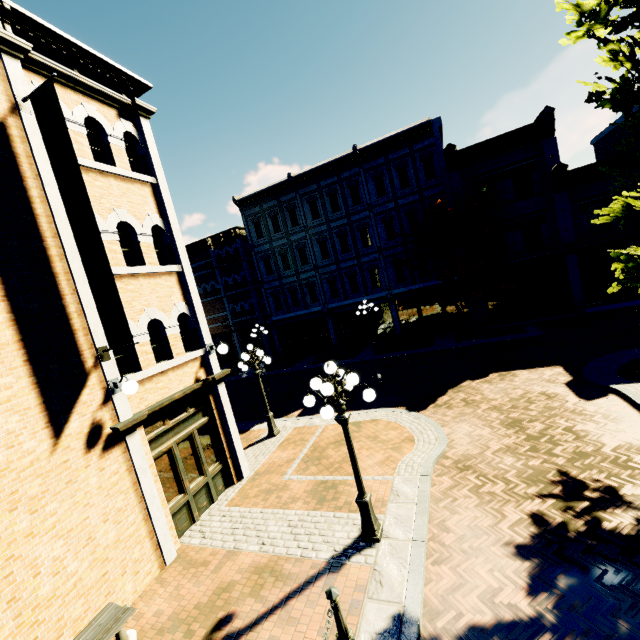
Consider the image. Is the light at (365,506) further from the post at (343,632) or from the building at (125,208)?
the building at (125,208)

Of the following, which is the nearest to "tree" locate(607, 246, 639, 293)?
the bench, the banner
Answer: the bench

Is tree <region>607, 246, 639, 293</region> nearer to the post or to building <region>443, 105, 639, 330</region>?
building <region>443, 105, 639, 330</region>

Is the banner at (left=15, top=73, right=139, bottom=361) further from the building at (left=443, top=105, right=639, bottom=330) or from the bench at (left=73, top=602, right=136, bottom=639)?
the building at (left=443, top=105, right=639, bottom=330)

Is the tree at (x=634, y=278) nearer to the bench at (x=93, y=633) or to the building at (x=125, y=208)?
the building at (x=125, y=208)

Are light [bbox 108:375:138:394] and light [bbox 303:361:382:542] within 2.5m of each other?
no

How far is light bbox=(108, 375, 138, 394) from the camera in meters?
6.5 m

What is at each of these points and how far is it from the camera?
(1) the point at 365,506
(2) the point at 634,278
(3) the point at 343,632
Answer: (1) light, 6.3 meters
(2) tree, 7.0 meters
(3) post, 4.6 meters
